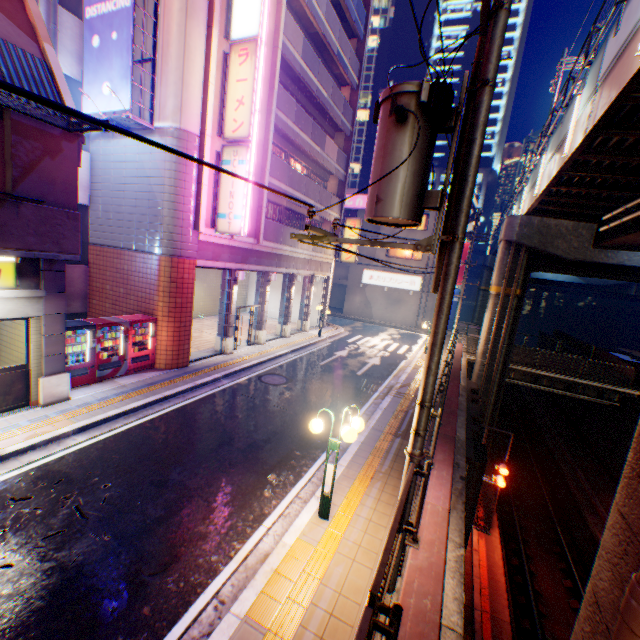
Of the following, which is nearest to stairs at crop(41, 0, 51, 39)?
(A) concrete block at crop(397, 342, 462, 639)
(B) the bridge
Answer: (A) concrete block at crop(397, 342, 462, 639)

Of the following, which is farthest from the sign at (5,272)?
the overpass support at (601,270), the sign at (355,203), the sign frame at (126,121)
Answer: the sign at (355,203)

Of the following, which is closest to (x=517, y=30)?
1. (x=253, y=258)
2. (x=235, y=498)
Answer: (x=253, y=258)

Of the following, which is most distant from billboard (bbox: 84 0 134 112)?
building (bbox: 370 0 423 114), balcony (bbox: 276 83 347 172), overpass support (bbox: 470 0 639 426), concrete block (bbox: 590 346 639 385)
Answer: building (bbox: 370 0 423 114)

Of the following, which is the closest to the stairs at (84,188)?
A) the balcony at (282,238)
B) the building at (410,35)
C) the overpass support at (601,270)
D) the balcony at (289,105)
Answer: the balcony at (282,238)

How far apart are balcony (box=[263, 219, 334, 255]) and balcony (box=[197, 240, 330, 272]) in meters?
0.5

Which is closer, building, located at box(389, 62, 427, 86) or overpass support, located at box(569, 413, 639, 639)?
overpass support, located at box(569, 413, 639, 639)

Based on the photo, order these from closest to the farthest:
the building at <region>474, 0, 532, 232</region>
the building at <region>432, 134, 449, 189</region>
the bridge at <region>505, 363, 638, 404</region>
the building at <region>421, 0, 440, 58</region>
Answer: the bridge at <region>505, 363, 638, 404</region> < the building at <region>474, 0, 532, 232</region> < the building at <region>421, 0, 440, 58</region> < the building at <region>432, 134, 449, 189</region>
